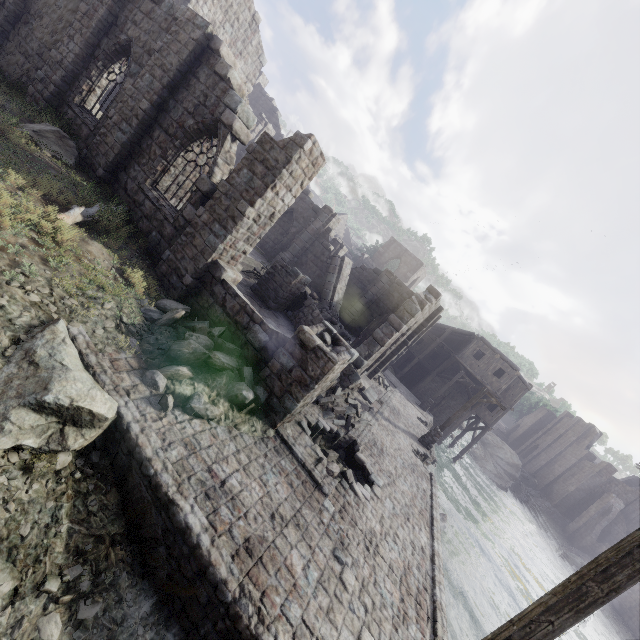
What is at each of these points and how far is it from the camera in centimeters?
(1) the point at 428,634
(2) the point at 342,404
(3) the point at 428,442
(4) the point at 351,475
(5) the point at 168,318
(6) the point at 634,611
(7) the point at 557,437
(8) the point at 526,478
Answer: (1) building base, 655cm
(2) rubble, 1233cm
(3) wooden lamp post, 1836cm
(4) rubble, 991cm
(5) rubble, 776cm
(6) building, 2711cm
(7) building, 5444cm
(8) rubble, 4891cm

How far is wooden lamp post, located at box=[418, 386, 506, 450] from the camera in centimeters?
1775cm

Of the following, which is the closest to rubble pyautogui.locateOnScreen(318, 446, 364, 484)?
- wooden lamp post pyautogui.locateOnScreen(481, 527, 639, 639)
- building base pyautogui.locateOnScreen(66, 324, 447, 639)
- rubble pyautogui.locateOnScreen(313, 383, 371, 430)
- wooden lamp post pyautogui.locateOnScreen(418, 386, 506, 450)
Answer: building base pyautogui.locateOnScreen(66, 324, 447, 639)

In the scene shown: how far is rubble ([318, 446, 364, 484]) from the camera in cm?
950

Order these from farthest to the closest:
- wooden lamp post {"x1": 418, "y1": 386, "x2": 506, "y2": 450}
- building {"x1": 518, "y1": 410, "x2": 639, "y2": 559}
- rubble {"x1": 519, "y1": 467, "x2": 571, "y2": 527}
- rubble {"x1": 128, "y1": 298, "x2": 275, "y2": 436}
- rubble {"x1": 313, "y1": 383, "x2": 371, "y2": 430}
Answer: rubble {"x1": 519, "y1": 467, "x2": 571, "y2": 527}
building {"x1": 518, "y1": 410, "x2": 639, "y2": 559}
wooden lamp post {"x1": 418, "y1": 386, "x2": 506, "y2": 450}
rubble {"x1": 313, "y1": 383, "x2": 371, "y2": 430}
rubble {"x1": 128, "y1": 298, "x2": 275, "y2": 436}

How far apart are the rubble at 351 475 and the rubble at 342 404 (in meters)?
1.04

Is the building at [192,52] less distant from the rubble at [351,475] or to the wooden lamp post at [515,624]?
the rubble at [351,475]
